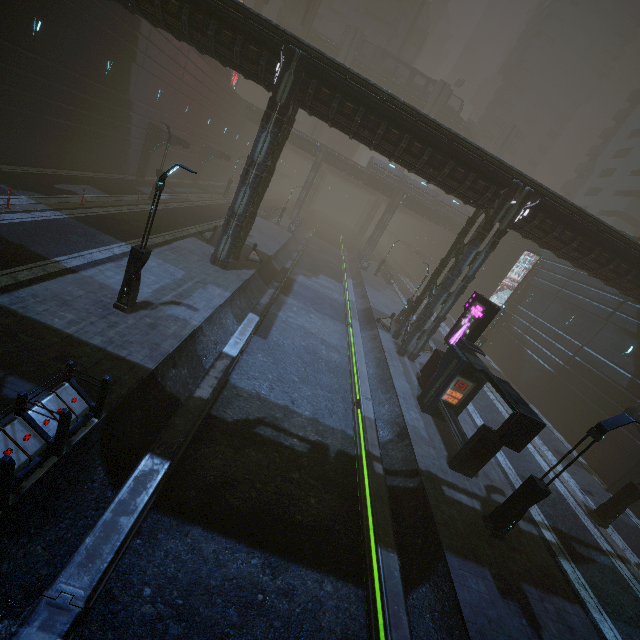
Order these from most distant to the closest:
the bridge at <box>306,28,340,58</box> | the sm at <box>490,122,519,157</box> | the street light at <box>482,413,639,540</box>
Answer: the sm at <box>490,122,519,157</box>
the bridge at <box>306,28,340,58</box>
the street light at <box>482,413,639,540</box>

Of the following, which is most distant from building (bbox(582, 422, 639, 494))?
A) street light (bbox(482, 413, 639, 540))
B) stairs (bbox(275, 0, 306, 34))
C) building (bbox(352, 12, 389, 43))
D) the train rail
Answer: stairs (bbox(275, 0, 306, 34))

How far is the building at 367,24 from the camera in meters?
58.9

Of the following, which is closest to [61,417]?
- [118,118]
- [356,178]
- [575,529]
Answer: [575,529]

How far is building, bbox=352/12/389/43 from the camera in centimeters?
5894cm

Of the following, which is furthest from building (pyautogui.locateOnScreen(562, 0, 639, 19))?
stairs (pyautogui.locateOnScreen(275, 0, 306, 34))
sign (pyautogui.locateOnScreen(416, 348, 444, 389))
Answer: sign (pyautogui.locateOnScreen(416, 348, 444, 389))

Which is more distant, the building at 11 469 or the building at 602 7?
the building at 602 7

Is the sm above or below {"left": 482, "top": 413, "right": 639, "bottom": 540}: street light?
above
